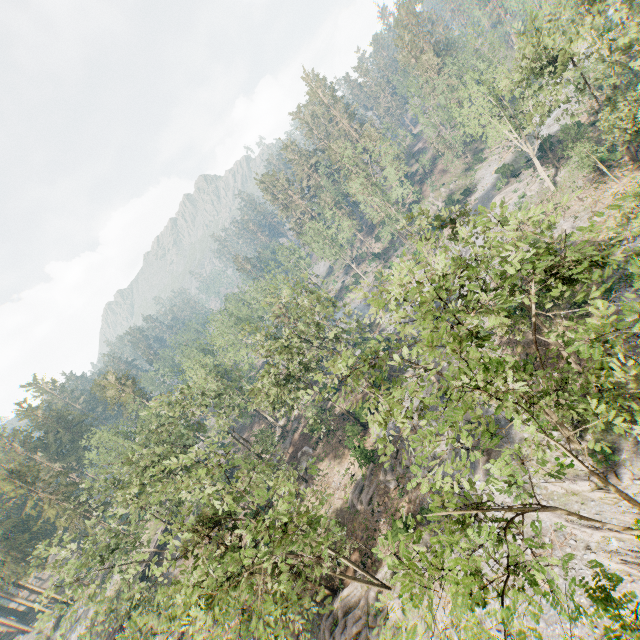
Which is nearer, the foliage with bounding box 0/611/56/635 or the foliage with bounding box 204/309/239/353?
the foliage with bounding box 0/611/56/635

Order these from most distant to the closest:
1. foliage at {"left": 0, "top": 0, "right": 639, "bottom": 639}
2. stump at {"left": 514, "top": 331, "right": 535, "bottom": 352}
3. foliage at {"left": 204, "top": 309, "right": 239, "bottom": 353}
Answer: foliage at {"left": 204, "top": 309, "right": 239, "bottom": 353}
stump at {"left": 514, "top": 331, "right": 535, "bottom": 352}
foliage at {"left": 0, "top": 0, "right": 639, "bottom": 639}

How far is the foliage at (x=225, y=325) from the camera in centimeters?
4522cm

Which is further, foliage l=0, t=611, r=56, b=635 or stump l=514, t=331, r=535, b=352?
stump l=514, t=331, r=535, b=352

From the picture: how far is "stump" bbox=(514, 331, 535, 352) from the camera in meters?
29.3 m

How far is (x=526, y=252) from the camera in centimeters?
1731cm

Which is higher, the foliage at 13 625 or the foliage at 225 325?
the foliage at 225 325
